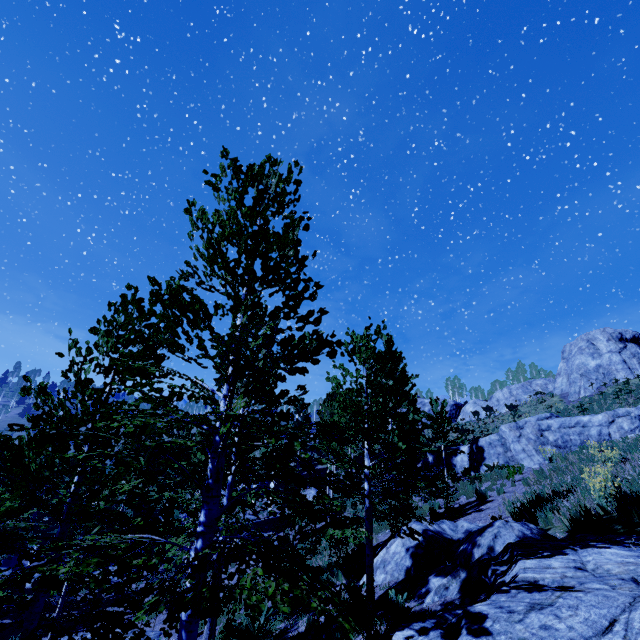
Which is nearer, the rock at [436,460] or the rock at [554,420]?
the rock at [554,420]

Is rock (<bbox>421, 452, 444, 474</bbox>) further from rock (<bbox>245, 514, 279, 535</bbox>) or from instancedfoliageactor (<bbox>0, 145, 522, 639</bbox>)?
rock (<bbox>245, 514, 279, 535</bbox>)

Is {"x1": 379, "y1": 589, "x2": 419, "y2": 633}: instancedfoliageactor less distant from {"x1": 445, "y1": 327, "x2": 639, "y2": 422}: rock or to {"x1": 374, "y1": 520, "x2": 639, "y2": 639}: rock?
{"x1": 374, "y1": 520, "x2": 639, "y2": 639}: rock

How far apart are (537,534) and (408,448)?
3.2m

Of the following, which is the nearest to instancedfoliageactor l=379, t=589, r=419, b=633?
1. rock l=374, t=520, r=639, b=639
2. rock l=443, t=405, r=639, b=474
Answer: rock l=374, t=520, r=639, b=639

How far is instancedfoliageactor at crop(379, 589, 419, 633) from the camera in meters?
6.0

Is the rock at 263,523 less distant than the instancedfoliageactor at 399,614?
No

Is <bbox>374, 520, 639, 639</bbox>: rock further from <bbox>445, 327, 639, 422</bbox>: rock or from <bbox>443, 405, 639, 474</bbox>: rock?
<bbox>445, 327, 639, 422</bbox>: rock
